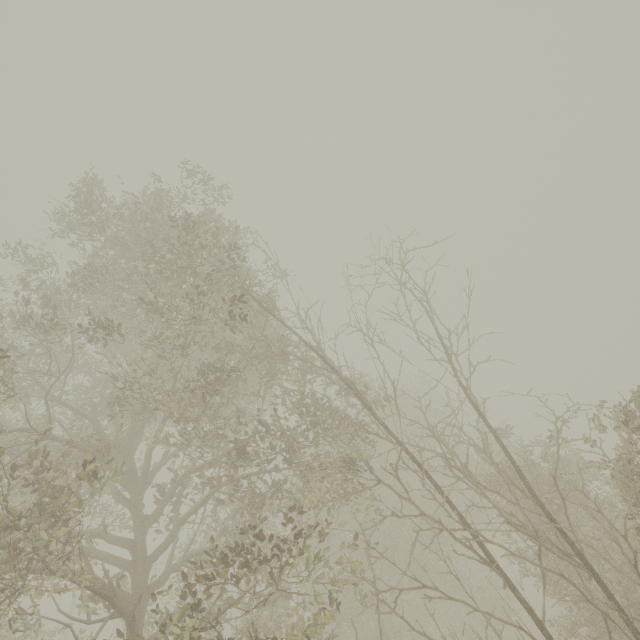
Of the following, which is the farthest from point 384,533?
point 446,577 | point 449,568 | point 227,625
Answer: point 227,625
